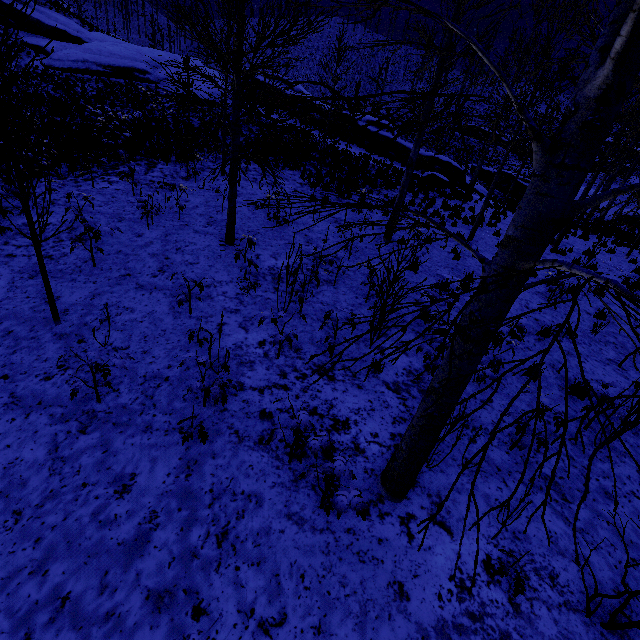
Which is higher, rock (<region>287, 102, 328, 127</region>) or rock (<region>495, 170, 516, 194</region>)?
rock (<region>287, 102, 328, 127</region>)

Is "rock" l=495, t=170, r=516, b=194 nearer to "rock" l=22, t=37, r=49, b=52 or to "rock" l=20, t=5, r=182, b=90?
"rock" l=20, t=5, r=182, b=90

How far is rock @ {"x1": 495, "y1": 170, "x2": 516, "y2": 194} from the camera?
32.1m

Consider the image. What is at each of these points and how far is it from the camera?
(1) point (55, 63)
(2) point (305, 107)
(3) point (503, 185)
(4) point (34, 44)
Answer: (1) rock, 24.2 meters
(2) rock, 27.9 meters
(3) rock, 32.5 meters
(4) rock, 25.4 meters

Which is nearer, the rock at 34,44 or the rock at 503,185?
the rock at 34,44

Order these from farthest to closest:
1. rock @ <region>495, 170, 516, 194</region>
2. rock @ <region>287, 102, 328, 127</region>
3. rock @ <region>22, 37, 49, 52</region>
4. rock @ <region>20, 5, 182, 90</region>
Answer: rock @ <region>495, 170, 516, 194</region>
rock @ <region>287, 102, 328, 127</region>
rock @ <region>22, 37, 49, 52</region>
rock @ <region>20, 5, 182, 90</region>

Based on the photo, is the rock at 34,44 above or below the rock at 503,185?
above

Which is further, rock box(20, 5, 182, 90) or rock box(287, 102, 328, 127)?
rock box(287, 102, 328, 127)
